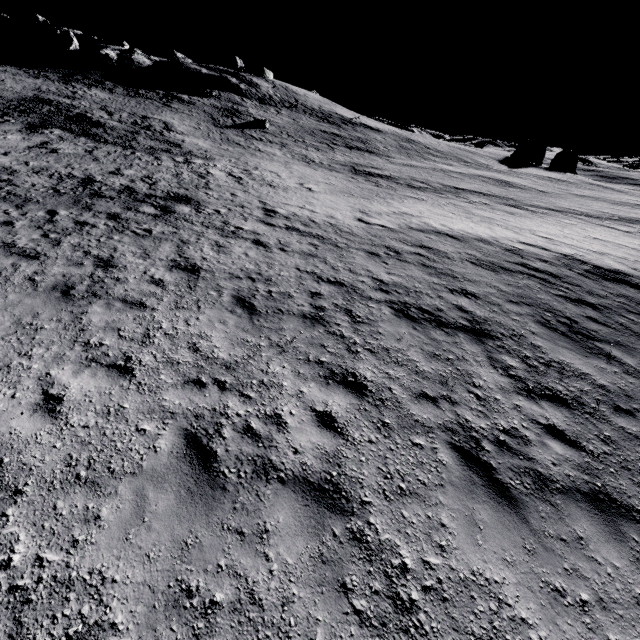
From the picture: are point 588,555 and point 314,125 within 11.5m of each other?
no
